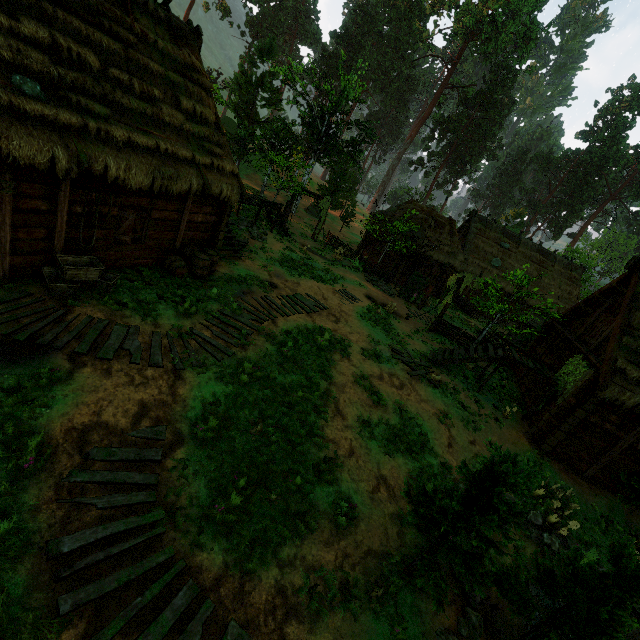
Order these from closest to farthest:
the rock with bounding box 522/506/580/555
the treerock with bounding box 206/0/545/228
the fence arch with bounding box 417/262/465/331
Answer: the rock with bounding box 522/506/580/555 → the fence arch with bounding box 417/262/465/331 → the treerock with bounding box 206/0/545/228

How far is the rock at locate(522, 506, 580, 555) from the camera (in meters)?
9.55

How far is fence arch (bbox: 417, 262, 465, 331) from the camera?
18.6 meters

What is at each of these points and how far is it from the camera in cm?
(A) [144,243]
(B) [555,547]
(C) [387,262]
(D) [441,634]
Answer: (A) building, 1097
(B) rock, 946
(C) building, 2708
(D) rock, 597

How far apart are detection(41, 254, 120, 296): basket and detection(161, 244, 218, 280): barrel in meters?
1.9 m

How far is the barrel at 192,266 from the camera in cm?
1170

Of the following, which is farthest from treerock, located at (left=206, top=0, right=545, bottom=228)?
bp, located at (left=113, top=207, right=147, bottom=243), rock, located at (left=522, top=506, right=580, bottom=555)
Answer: bp, located at (left=113, top=207, right=147, bottom=243)

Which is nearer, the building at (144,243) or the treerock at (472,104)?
the building at (144,243)
